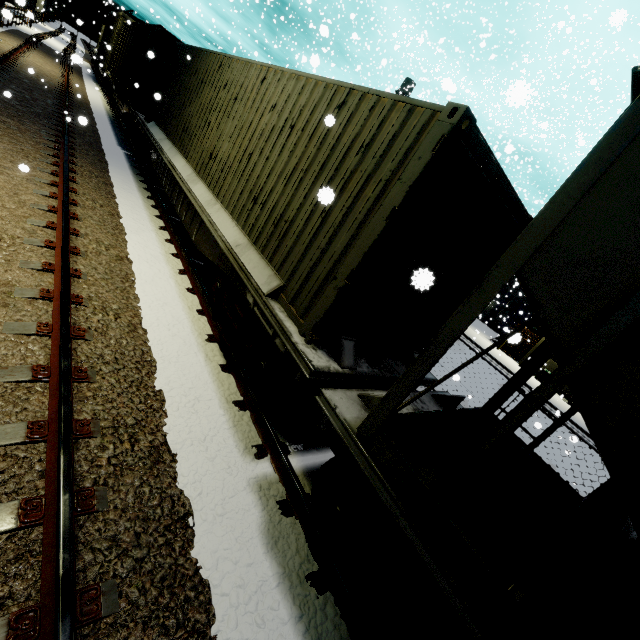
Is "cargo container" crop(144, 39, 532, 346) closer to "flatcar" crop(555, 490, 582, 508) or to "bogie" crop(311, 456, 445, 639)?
"flatcar" crop(555, 490, 582, 508)

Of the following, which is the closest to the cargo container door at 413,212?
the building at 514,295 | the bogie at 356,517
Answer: the bogie at 356,517

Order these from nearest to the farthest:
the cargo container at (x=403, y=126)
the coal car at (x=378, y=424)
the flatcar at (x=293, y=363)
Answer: Answer: the coal car at (x=378, y=424) → the flatcar at (x=293, y=363) → the cargo container at (x=403, y=126)

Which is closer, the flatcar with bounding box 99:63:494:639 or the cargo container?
the flatcar with bounding box 99:63:494:639

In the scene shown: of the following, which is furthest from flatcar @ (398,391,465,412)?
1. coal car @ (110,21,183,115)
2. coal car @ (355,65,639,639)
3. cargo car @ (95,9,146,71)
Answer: cargo car @ (95,9,146,71)

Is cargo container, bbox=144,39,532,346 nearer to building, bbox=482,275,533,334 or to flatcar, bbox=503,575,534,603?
flatcar, bbox=503,575,534,603

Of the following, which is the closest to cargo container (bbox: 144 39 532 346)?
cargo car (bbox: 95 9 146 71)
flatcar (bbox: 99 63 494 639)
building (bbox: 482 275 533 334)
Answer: flatcar (bbox: 99 63 494 639)

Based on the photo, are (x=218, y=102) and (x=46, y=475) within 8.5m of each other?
yes
